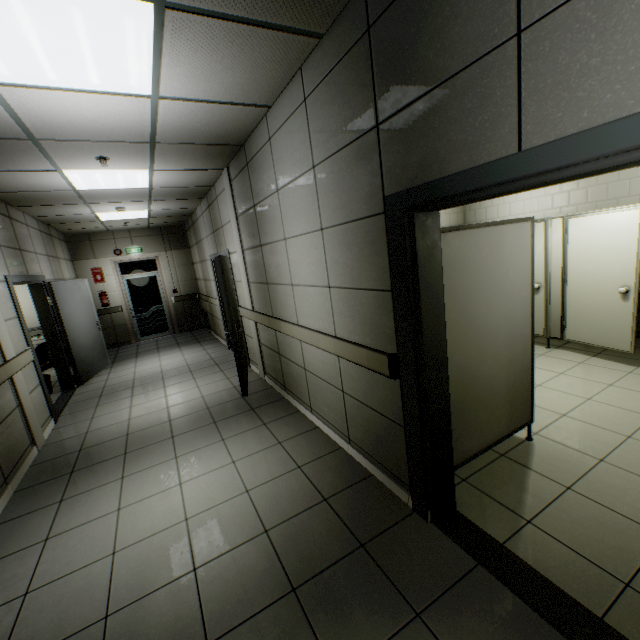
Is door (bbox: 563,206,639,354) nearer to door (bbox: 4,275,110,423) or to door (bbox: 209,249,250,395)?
door (bbox: 209,249,250,395)

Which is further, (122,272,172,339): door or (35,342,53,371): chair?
(122,272,172,339): door

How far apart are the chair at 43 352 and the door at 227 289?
3.41m

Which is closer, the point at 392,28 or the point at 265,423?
the point at 392,28

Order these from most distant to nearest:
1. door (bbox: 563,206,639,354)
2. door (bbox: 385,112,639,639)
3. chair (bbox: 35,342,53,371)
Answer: chair (bbox: 35,342,53,371) < door (bbox: 563,206,639,354) < door (bbox: 385,112,639,639)

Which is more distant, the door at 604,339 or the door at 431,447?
the door at 604,339

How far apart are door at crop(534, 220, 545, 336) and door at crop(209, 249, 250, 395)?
4.2 meters

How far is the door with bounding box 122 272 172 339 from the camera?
9.7 meters
